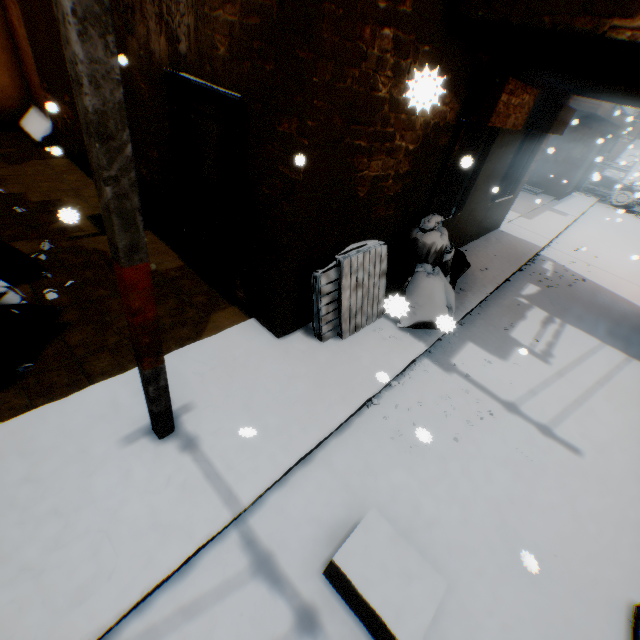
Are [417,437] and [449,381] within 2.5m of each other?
yes

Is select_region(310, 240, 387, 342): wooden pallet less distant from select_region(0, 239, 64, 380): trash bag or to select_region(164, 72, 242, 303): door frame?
select_region(0, 239, 64, 380): trash bag

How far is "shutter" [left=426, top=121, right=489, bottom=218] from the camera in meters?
4.8 m

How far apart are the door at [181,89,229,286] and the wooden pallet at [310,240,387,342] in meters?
1.3 m

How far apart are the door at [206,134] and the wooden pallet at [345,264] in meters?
1.3 m

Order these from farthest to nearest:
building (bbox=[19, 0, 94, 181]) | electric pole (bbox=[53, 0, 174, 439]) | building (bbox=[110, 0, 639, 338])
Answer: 1. building (bbox=[19, 0, 94, 181])
2. building (bbox=[110, 0, 639, 338])
3. electric pole (bbox=[53, 0, 174, 439])

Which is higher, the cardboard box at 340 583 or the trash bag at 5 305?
the trash bag at 5 305

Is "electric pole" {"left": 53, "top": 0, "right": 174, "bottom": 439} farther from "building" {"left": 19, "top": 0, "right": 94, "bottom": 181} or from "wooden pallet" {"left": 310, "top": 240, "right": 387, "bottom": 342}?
"wooden pallet" {"left": 310, "top": 240, "right": 387, "bottom": 342}
